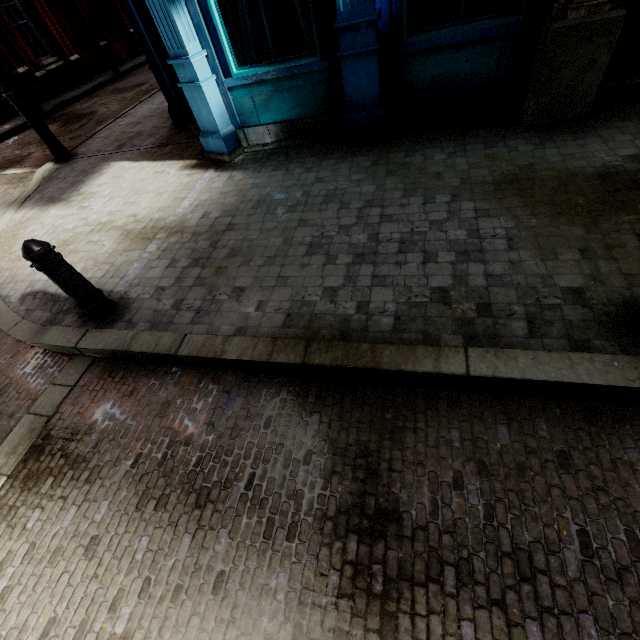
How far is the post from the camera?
2.87m

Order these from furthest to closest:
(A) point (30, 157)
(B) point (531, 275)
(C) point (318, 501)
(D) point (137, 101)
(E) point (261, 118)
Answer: (D) point (137, 101), (A) point (30, 157), (E) point (261, 118), (B) point (531, 275), (C) point (318, 501)

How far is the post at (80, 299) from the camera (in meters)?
2.87
